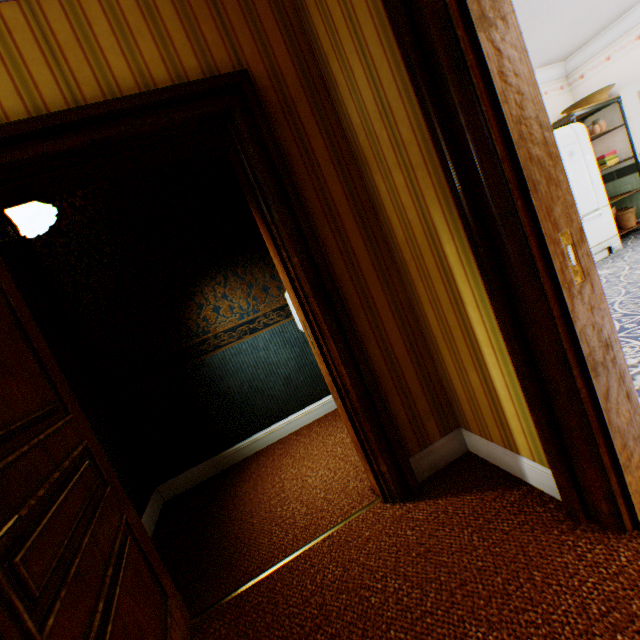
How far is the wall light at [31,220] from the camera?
2.0m

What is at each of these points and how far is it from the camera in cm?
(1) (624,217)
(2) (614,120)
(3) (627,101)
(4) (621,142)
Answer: (1) flower pot, 542
(2) building, 540
(3) door, 449
(4) building, 544

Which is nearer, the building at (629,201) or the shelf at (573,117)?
the shelf at (573,117)

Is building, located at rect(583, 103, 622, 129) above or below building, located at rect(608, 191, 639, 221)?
above

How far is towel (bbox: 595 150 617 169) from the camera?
5.4 meters

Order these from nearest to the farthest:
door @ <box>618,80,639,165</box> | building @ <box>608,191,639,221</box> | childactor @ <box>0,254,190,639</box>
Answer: childactor @ <box>0,254,190,639</box>
door @ <box>618,80,639,165</box>
building @ <box>608,191,639,221</box>

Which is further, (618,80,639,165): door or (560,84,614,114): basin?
(560,84,614,114): basin

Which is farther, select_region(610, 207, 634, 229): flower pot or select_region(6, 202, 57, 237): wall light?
select_region(610, 207, 634, 229): flower pot
